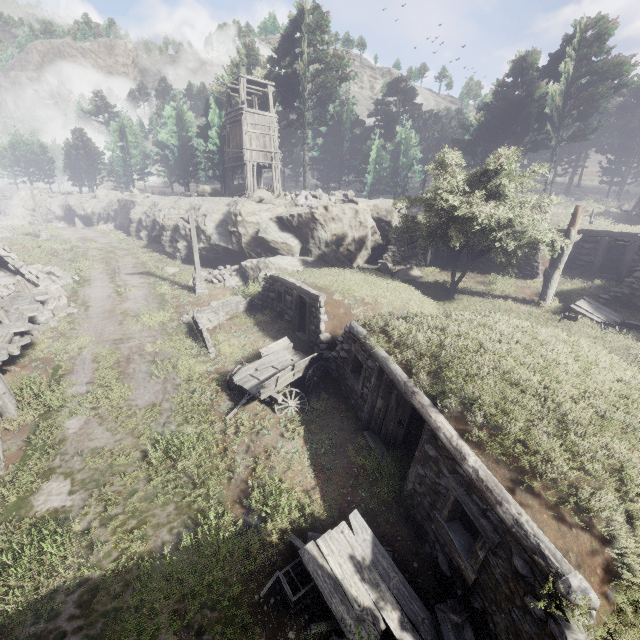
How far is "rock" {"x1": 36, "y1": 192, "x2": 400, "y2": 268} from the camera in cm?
2116

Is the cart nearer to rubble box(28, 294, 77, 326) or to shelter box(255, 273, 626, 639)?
shelter box(255, 273, 626, 639)

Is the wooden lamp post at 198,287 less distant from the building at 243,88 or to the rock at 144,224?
the rock at 144,224

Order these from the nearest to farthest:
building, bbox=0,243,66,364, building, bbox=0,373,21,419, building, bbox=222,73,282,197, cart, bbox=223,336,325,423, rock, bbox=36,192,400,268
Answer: building, bbox=0,373,21,419 → cart, bbox=223,336,325,423 → building, bbox=0,243,66,364 → rock, bbox=36,192,400,268 → building, bbox=222,73,282,197

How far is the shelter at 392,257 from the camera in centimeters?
2198cm

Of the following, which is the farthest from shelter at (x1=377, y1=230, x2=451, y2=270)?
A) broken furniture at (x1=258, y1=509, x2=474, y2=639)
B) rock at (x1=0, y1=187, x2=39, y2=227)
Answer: rock at (x1=0, y1=187, x2=39, y2=227)

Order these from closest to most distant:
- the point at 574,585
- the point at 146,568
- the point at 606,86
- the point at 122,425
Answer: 1. the point at 574,585
2. the point at 146,568
3. the point at 122,425
4. the point at 606,86

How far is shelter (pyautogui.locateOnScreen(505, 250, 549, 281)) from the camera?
18.56m
